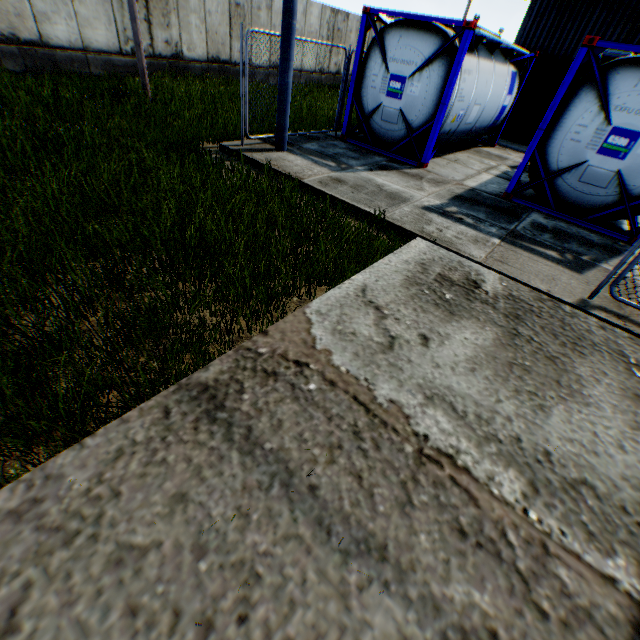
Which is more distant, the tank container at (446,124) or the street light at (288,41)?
the tank container at (446,124)

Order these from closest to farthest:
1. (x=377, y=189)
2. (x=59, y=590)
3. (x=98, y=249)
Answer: (x=59, y=590) < (x=98, y=249) < (x=377, y=189)

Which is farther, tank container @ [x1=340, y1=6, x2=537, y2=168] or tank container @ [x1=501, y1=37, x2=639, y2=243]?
tank container @ [x1=340, y1=6, x2=537, y2=168]

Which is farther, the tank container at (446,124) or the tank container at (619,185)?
the tank container at (446,124)

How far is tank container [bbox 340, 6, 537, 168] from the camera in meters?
7.7

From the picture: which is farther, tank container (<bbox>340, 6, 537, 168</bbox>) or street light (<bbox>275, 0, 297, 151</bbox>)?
tank container (<bbox>340, 6, 537, 168</bbox>)
